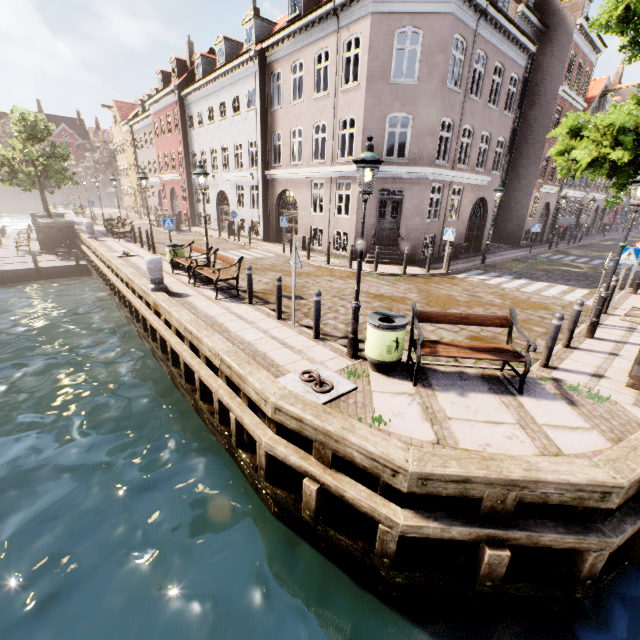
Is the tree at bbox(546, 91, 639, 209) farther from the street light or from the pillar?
Answer: the pillar

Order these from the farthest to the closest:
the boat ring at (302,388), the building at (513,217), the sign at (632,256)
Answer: the building at (513,217), the sign at (632,256), the boat ring at (302,388)

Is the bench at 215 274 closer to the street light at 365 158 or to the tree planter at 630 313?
the street light at 365 158

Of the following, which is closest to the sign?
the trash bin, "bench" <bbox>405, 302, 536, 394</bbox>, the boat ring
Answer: "bench" <bbox>405, 302, 536, 394</bbox>

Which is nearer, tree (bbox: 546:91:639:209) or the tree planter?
tree (bbox: 546:91:639:209)

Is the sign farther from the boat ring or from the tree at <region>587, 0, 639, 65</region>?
the boat ring

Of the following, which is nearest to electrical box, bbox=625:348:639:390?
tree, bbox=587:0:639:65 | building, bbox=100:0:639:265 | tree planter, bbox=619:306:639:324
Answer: tree, bbox=587:0:639:65

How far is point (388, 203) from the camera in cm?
1568
